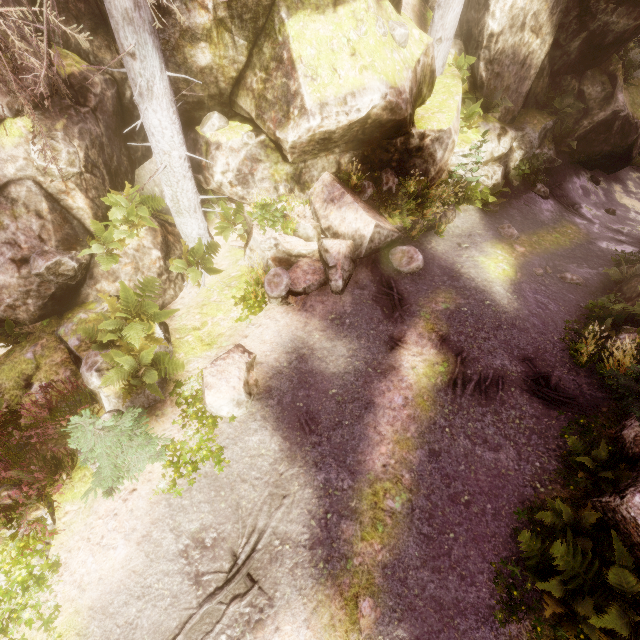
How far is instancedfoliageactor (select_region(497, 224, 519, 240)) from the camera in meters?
11.5

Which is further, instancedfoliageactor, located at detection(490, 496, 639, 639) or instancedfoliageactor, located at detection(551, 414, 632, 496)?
instancedfoliageactor, located at detection(551, 414, 632, 496)

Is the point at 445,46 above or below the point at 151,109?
above

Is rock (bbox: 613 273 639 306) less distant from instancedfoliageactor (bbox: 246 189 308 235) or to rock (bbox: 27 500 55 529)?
instancedfoliageactor (bbox: 246 189 308 235)

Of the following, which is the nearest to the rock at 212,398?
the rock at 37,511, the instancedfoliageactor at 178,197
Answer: the instancedfoliageactor at 178,197

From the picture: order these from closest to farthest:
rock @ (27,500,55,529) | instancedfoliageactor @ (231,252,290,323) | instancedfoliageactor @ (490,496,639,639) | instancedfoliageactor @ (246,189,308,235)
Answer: instancedfoliageactor @ (490,496,639,639) < rock @ (27,500,55,529) < instancedfoliageactor @ (231,252,290,323) < instancedfoliageactor @ (246,189,308,235)

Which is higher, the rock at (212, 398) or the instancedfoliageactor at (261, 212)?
the instancedfoliageactor at (261, 212)
